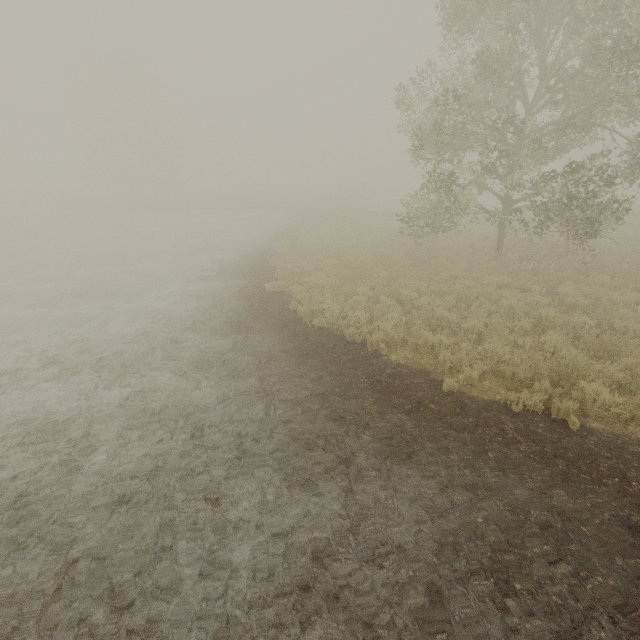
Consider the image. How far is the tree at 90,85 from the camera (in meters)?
36.75

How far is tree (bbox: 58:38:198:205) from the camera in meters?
36.8

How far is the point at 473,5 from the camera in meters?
13.3
